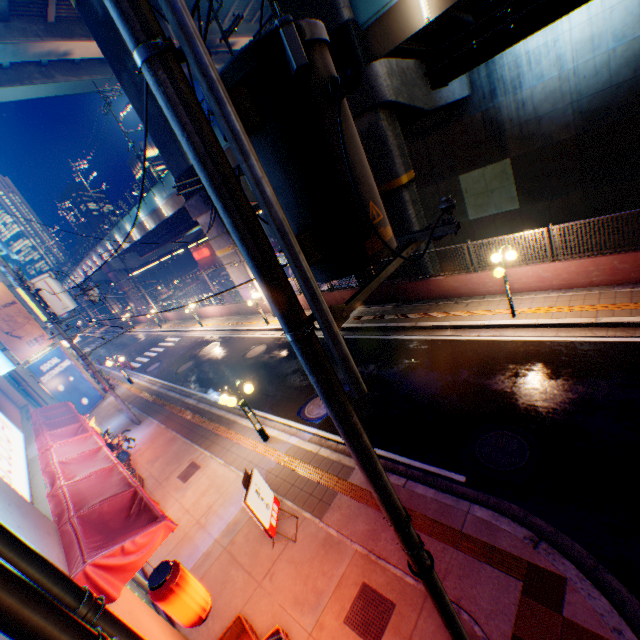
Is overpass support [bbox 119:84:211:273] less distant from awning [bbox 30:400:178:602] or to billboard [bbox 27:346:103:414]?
billboard [bbox 27:346:103:414]

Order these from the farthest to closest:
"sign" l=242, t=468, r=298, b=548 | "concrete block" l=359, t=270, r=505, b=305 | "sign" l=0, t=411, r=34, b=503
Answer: "concrete block" l=359, t=270, r=505, b=305, "sign" l=242, t=468, r=298, b=548, "sign" l=0, t=411, r=34, b=503

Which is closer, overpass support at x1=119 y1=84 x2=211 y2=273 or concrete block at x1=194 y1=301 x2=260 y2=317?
overpass support at x1=119 y1=84 x2=211 y2=273

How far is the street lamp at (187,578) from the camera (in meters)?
4.05

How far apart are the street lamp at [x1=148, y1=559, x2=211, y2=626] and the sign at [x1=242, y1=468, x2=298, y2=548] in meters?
1.6 m

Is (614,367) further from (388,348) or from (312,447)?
(312,447)

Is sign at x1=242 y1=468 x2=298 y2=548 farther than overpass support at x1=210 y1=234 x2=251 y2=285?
No

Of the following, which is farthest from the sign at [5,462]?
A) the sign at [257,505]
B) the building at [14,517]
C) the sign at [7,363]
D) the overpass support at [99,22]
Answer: the overpass support at [99,22]
